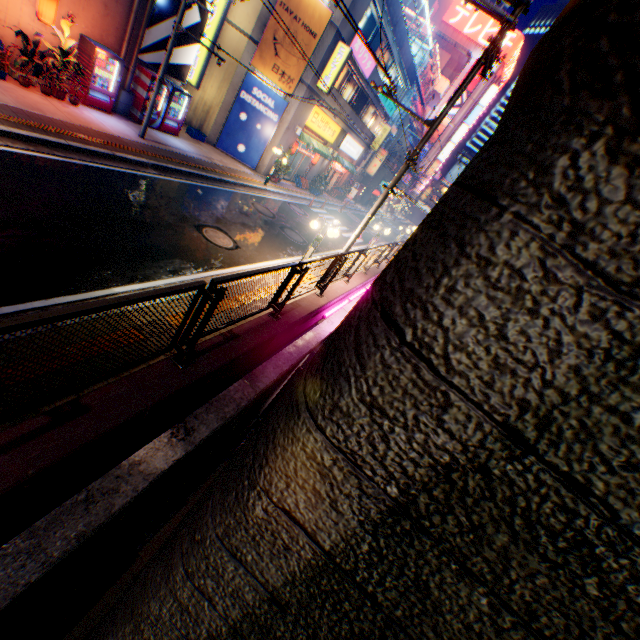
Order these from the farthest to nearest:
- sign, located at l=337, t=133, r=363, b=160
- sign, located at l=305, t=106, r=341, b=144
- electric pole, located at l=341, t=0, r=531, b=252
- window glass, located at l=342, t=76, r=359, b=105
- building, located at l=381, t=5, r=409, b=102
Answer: sign, located at l=337, t=133, r=363, b=160
window glass, located at l=342, t=76, r=359, b=105
sign, located at l=305, t=106, r=341, b=144
building, located at l=381, t=5, r=409, b=102
electric pole, located at l=341, t=0, r=531, b=252

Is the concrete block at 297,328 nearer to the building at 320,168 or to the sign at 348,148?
the building at 320,168

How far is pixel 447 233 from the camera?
0.82m

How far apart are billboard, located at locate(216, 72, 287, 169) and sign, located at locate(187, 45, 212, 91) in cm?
218

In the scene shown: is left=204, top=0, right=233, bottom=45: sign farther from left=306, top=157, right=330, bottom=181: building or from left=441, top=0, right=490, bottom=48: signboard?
left=441, top=0, right=490, bottom=48: signboard

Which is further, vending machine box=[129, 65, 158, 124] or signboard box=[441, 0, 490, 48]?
signboard box=[441, 0, 490, 48]

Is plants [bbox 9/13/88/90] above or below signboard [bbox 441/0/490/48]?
below

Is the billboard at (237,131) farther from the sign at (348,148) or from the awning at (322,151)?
the sign at (348,148)
